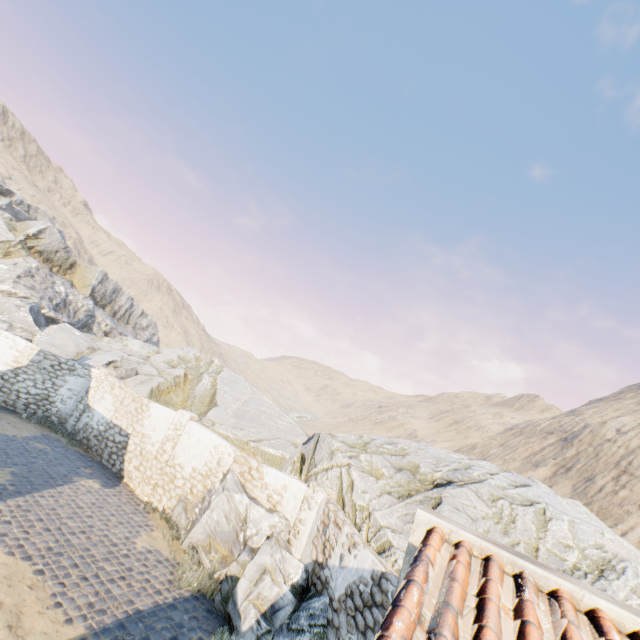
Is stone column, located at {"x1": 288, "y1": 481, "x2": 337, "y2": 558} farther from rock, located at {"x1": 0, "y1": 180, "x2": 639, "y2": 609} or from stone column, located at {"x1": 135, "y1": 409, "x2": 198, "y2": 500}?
stone column, located at {"x1": 135, "y1": 409, "x2": 198, "y2": 500}

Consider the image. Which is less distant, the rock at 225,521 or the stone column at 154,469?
the rock at 225,521

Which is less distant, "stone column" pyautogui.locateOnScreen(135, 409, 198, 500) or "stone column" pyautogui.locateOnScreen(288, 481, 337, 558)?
"stone column" pyautogui.locateOnScreen(288, 481, 337, 558)

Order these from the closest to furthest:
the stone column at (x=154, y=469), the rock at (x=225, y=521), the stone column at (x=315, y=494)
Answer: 1. the rock at (x=225, y=521)
2. the stone column at (x=315, y=494)
3. the stone column at (x=154, y=469)

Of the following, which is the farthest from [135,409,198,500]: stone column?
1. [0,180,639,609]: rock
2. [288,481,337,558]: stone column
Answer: [288,481,337,558]: stone column

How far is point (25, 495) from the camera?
8.9m

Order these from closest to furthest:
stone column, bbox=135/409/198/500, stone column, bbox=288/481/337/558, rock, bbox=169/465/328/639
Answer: rock, bbox=169/465/328/639, stone column, bbox=288/481/337/558, stone column, bbox=135/409/198/500
